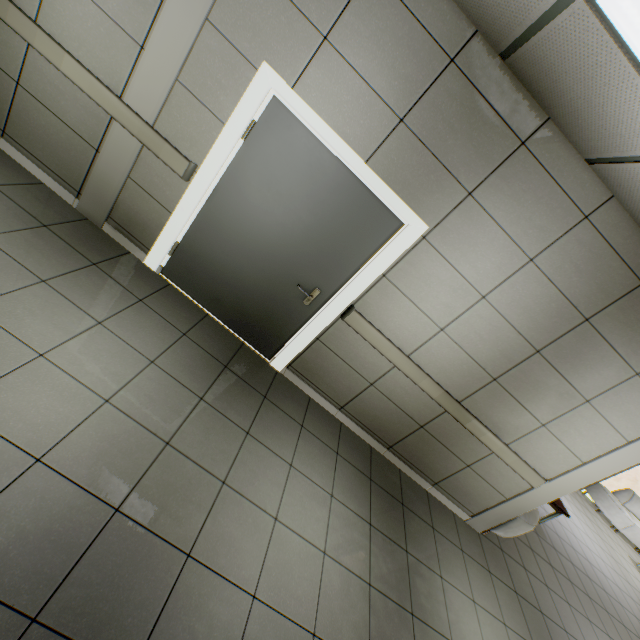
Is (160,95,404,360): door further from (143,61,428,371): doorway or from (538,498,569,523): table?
(538,498,569,523): table

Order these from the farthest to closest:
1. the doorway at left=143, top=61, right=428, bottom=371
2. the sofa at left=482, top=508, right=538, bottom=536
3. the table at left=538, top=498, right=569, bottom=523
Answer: the table at left=538, top=498, right=569, bottom=523 → the sofa at left=482, top=508, right=538, bottom=536 → the doorway at left=143, top=61, right=428, bottom=371

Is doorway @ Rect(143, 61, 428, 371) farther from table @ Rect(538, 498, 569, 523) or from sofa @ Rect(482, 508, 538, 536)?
table @ Rect(538, 498, 569, 523)

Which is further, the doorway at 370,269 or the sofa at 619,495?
→ the sofa at 619,495

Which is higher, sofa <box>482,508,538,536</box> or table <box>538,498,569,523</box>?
table <box>538,498,569,523</box>

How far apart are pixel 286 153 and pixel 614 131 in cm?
223

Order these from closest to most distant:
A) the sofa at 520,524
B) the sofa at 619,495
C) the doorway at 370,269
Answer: the doorway at 370,269
the sofa at 520,524
the sofa at 619,495

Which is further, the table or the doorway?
the table
